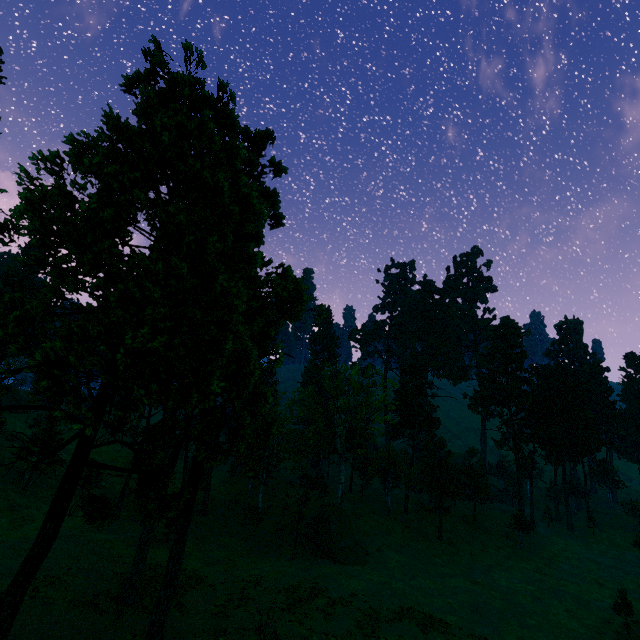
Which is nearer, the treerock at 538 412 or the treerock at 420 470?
the treerock at 420 470

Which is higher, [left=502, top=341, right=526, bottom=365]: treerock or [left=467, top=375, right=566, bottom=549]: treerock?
[left=502, top=341, right=526, bottom=365]: treerock

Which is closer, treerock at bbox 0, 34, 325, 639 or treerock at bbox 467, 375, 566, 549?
treerock at bbox 0, 34, 325, 639

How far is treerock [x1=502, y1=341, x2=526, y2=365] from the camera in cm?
5862

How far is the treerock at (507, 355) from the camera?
58.62m

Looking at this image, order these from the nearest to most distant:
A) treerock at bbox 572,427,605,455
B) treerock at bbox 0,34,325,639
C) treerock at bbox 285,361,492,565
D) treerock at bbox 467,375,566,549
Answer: treerock at bbox 0,34,325,639, treerock at bbox 285,361,492,565, treerock at bbox 467,375,566,549, treerock at bbox 572,427,605,455

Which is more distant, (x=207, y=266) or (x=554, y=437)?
(x=554, y=437)
